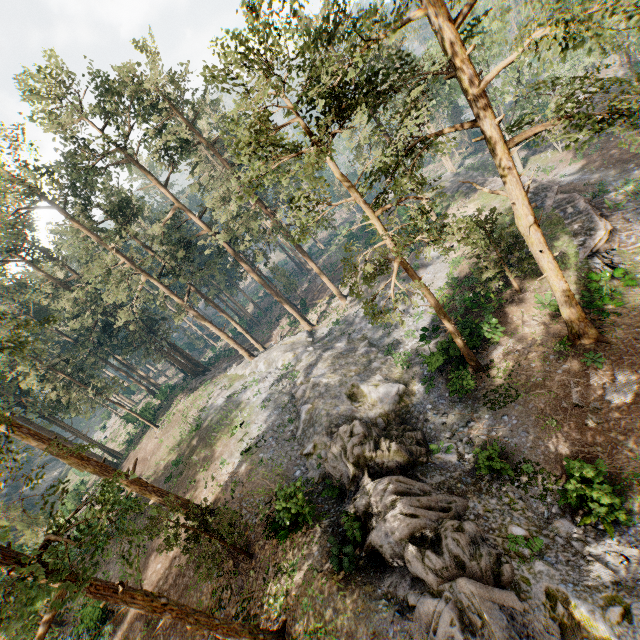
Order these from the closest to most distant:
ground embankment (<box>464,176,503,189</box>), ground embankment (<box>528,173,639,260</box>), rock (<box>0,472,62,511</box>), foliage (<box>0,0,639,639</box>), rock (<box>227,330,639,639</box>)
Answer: foliage (<box>0,0,639,639</box>)
rock (<box>227,330,639,639</box>)
ground embankment (<box>528,173,639,260</box>)
ground embankment (<box>464,176,503,189</box>)
rock (<box>0,472,62,511</box>)

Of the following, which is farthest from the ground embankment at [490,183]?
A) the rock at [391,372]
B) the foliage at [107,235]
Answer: the rock at [391,372]

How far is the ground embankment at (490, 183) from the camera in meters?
35.7

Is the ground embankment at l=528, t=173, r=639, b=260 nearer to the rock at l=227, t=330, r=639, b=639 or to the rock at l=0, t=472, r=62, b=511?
the rock at l=227, t=330, r=639, b=639

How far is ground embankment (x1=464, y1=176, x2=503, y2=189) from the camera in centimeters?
3566cm

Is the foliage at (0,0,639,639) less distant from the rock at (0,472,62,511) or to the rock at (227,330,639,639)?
the rock at (227,330,639,639)

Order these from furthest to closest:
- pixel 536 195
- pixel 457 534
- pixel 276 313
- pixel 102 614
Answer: pixel 276 313, pixel 536 195, pixel 102 614, pixel 457 534

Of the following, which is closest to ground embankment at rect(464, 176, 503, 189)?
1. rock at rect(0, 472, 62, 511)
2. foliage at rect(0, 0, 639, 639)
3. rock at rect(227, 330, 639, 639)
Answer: foliage at rect(0, 0, 639, 639)
